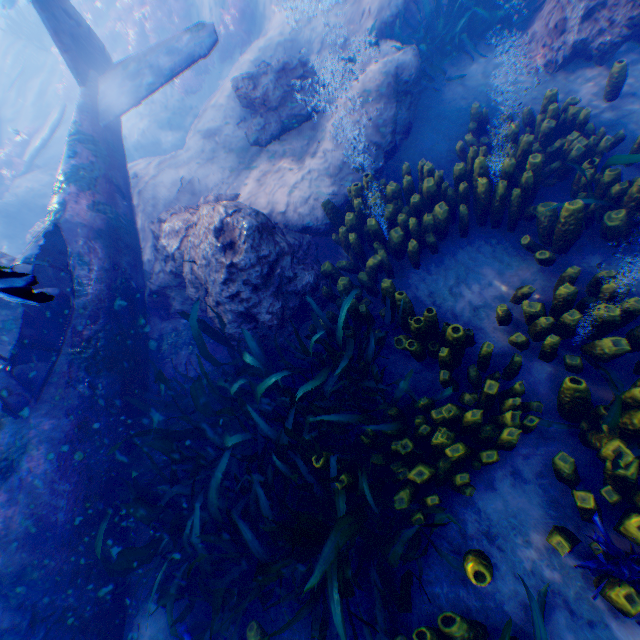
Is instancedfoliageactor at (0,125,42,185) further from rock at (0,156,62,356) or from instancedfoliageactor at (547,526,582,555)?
instancedfoliageactor at (547,526,582,555)

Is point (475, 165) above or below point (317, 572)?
below

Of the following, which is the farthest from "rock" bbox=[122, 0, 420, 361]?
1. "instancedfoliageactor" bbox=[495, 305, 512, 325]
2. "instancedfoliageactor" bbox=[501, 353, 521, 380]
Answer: "instancedfoliageactor" bbox=[495, 305, 512, 325]

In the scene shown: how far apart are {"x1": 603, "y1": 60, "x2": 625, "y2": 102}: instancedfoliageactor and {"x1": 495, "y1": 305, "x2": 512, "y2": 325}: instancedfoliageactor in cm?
291

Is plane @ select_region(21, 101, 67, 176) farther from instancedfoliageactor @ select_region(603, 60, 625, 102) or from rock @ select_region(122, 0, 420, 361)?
instancedfoliageactor @ select_region(603, 60, 625, 102)

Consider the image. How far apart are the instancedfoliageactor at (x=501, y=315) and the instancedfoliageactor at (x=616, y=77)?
2.91m

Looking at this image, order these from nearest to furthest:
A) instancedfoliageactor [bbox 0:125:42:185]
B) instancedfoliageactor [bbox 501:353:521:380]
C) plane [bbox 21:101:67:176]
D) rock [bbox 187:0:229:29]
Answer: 1. instancedfoliageactor [bbox 501:353:521:380]
2. rock [bbox 187:0:229:29]
3. plane [bbox 21:101:67:176]
4. instancedfoliageactor [bbox 0:125:42:185]

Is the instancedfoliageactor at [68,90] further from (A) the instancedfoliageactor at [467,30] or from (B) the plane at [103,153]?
(A) the instancedfoliageactor at [467,30]
